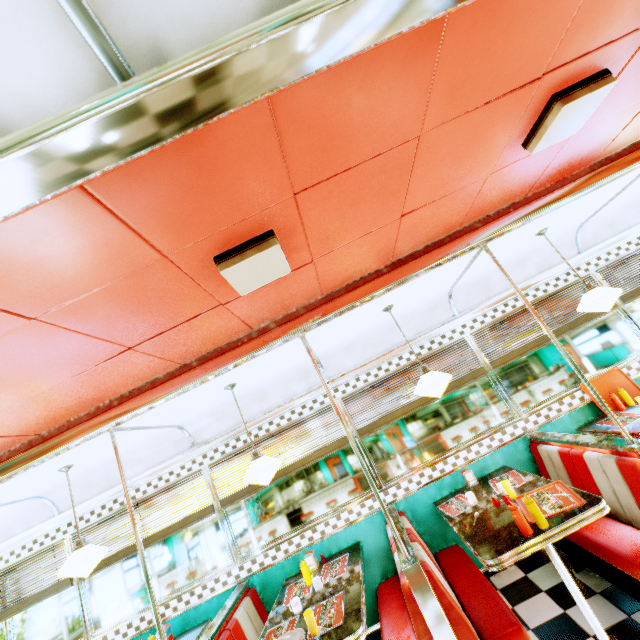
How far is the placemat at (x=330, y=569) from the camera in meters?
A: 3.3

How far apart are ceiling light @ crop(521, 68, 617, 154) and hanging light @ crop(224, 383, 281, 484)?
3.3 meters

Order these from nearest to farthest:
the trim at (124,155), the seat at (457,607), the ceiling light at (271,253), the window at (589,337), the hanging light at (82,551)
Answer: the trim at (124,155) → the ceiling light at (271,253) → the seat at (457,607) → the hanging light at (82,551) → the window at (589,337)

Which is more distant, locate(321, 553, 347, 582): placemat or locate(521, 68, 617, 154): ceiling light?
locate(321, 553, 347, 582): placemat

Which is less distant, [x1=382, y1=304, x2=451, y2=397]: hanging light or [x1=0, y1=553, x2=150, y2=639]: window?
[x1=382, y1=304, x2=451, y2=397]: hanging light

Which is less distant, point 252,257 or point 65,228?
point 65,228

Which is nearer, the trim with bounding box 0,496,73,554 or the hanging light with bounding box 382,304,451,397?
the hanging light with bounding box 382,304,451,397

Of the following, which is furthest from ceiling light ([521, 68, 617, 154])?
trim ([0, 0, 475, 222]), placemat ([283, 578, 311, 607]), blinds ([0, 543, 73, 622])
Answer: blinds ([0, 543, 73, 622])
